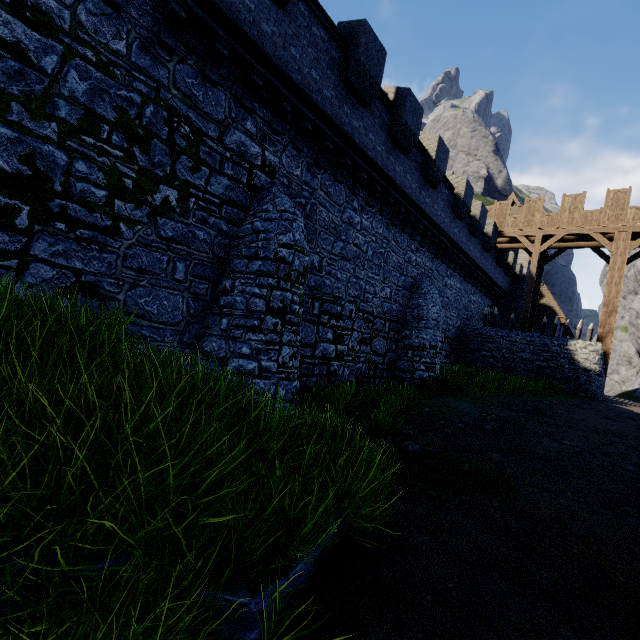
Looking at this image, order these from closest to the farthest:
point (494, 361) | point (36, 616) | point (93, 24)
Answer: point (36, 616)
point (93, 24)
point (494, 361)

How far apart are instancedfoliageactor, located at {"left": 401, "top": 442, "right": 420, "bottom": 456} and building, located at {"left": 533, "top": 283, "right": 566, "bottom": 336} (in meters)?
26.94

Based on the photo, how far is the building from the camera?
28.0 meters

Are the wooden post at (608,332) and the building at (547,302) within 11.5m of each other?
yes

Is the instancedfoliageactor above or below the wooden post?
below

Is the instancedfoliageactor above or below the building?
below

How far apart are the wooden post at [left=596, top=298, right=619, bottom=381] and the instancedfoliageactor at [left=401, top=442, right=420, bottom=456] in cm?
1685

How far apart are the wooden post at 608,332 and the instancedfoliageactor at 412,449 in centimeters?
1685cm
